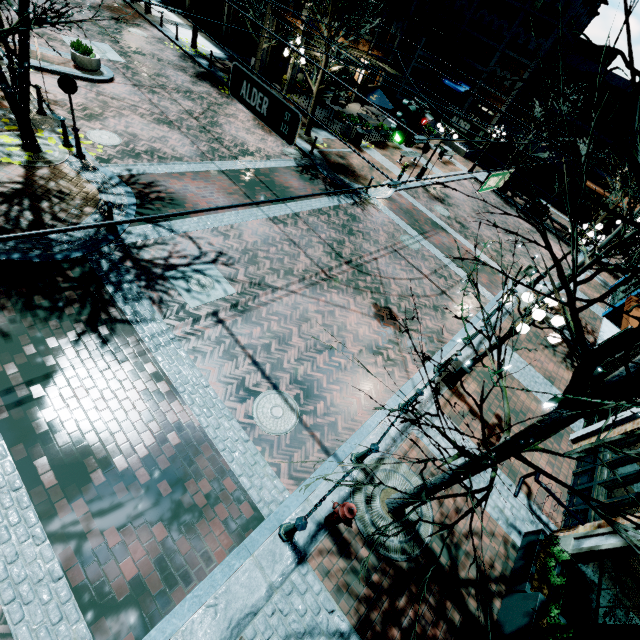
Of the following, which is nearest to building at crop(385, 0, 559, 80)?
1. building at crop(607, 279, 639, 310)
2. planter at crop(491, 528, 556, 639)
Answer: building at crop(607, 279, 639, 310)

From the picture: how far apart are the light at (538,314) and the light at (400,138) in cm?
440

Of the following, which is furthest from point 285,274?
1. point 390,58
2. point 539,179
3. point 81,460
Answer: point 539,179

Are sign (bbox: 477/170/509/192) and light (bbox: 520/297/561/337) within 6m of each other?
yes

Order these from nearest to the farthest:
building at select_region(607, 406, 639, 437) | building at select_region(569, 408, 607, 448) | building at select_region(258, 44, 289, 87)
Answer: building at select_region(607, 406, 639, 437), building at select_region(569, 408, 607, 448), building at select_region(258, 44, 289, 87)

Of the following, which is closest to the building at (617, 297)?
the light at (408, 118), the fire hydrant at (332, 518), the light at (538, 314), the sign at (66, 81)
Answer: the light at (538, 314)

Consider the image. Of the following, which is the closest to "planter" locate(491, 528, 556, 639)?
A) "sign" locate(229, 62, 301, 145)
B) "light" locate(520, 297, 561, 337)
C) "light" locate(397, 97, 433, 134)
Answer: "light" locate(520, 297, 561, 337)

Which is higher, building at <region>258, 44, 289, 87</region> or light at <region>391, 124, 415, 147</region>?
light at <region>391, 124, 415, 147</region>
